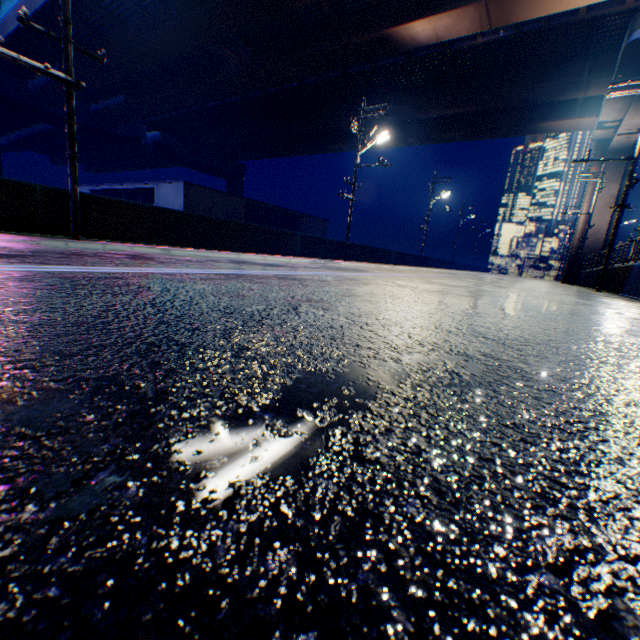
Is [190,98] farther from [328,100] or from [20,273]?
[20,273]

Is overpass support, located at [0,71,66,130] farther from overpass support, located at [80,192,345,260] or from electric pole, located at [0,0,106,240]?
electric pole, located at [0,0,106,240]

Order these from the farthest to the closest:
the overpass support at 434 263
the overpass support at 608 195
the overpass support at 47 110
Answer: the overpass support at 434 263
the overpass support at 47 110
the overpass support at 608 195

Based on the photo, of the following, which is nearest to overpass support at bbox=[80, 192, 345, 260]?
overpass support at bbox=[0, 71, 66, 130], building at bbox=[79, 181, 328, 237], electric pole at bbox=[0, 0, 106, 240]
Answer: electric pole at bbox=[0, 0, 106, 240]

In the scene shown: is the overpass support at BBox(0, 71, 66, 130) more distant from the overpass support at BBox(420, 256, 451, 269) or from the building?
the building

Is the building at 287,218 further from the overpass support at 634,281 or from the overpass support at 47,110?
the overpass support at 47,110

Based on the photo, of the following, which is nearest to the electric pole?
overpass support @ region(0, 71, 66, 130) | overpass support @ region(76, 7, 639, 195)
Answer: overpass support @ region(76, 7, 639, 195)
